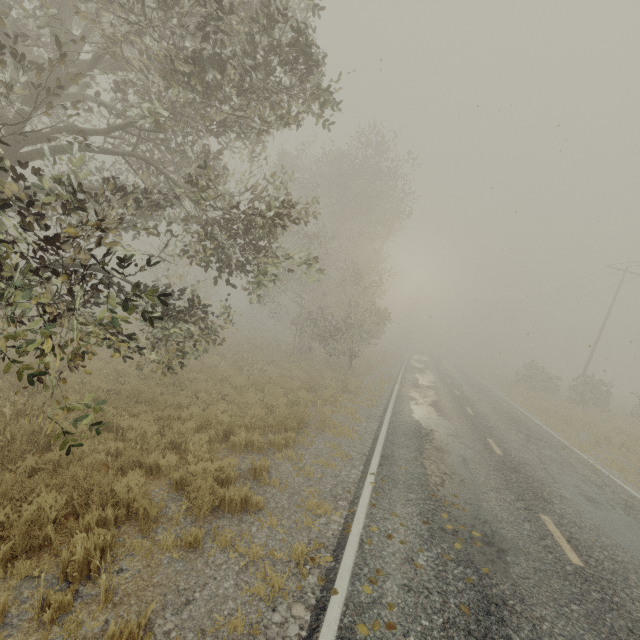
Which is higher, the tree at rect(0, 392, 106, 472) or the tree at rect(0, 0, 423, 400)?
the tree at rect(0, 0, 423, 400)

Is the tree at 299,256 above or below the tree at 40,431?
above

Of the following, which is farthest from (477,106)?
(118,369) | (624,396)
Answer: (624,396)
